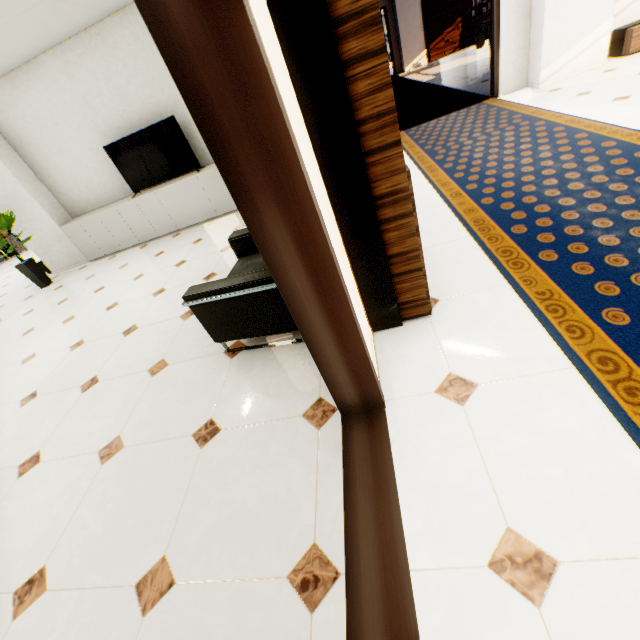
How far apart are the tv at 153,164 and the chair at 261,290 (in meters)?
3.49

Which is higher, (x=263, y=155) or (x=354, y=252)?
(x=263, y=155)

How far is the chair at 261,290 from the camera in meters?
2.0 m

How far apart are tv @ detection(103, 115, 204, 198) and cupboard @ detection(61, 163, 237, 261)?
0.11m

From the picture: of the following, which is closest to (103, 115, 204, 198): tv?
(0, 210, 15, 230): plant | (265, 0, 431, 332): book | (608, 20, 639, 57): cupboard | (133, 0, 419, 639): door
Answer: (0, 210, 15, 230): plant

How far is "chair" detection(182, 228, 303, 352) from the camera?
2.0m

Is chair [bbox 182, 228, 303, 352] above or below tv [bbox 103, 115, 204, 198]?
below

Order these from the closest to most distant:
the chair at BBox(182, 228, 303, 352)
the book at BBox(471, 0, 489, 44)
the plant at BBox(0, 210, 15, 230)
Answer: the chair at BBox(182, 228, 303, 352)
the plant at BBox(0, 210, 15, 230)
the book at BBox(471, 0, 489, 44)
